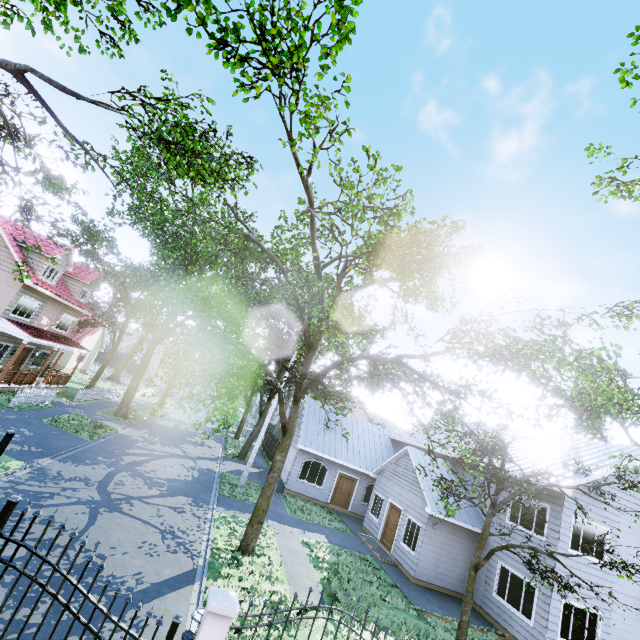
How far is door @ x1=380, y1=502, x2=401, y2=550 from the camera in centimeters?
1725cm

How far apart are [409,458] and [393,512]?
3.1 meters

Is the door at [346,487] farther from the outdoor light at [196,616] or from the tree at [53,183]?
the outdoor light at [196,616]

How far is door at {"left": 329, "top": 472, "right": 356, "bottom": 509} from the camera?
22.25m

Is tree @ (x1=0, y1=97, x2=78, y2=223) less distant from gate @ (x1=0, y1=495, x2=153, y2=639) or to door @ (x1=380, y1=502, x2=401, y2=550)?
gate @ (x1=0, y1=495, x2=153, y2=639)

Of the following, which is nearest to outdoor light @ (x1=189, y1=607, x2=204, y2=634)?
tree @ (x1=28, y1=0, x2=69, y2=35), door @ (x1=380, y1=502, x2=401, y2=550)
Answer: tree @ (x1=28, y1=0, x2=69, y2=35)

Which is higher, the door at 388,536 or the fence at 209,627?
the fence at 209,627

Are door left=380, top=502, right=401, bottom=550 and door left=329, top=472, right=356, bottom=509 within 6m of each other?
yes
